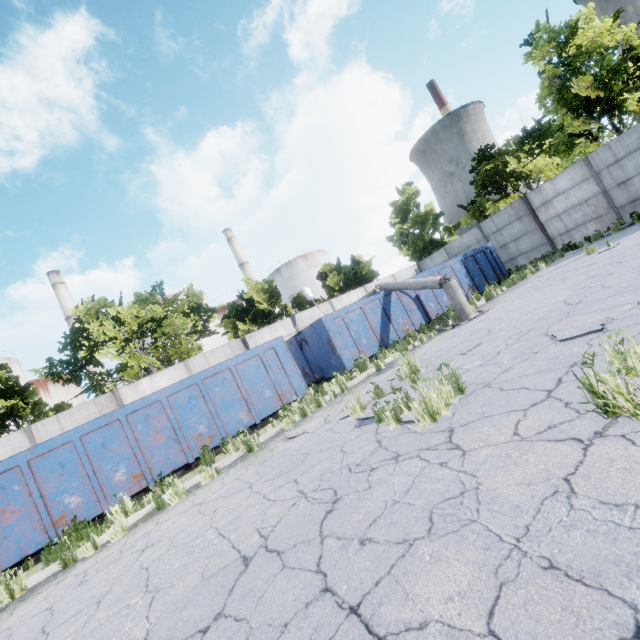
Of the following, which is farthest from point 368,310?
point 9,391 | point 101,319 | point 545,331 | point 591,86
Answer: Answer: point 9,391

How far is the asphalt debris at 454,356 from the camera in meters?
6.1 m

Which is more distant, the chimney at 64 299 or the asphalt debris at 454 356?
the chimney at 64 299

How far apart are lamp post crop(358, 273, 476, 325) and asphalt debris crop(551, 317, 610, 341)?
5.9 meters

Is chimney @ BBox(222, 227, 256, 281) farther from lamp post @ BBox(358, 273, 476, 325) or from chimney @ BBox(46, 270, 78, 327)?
lamp post @ BBox(358, 273, 476, 325)

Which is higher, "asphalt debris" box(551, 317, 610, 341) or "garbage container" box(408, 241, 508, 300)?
"garbage container" box(408, 241, 508, 300)

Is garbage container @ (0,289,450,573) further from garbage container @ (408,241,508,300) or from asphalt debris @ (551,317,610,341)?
asphalt debris @ (551,317,610,341)

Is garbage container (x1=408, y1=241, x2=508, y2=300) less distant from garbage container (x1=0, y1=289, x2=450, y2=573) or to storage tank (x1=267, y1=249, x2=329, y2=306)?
garbage container (x1=0, y1=289, x2=450, y2=573)
